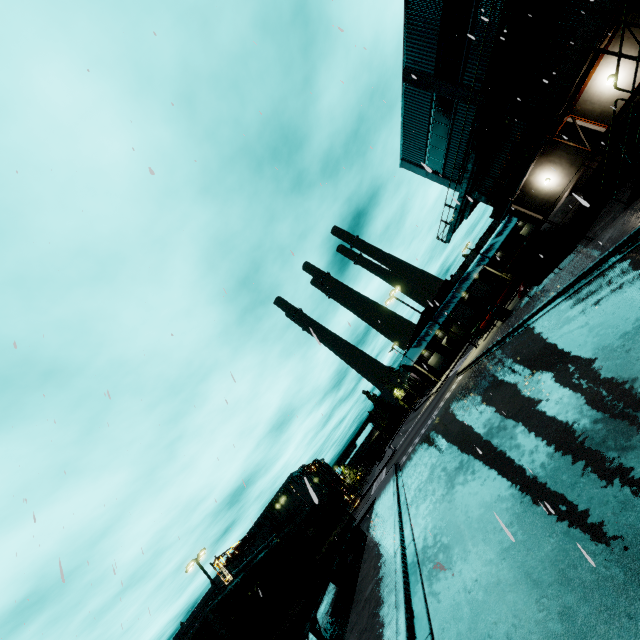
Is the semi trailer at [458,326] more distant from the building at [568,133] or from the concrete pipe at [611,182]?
the concrete pipe at [611,182]

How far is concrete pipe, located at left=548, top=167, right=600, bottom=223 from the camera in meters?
17.8 m

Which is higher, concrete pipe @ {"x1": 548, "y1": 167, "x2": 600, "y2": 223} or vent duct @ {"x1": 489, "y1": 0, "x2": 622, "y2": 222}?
vent duct @ {"x1": 489, "y1": 0, "x2": 622, "y2": 222}

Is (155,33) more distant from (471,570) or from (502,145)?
(502,145)

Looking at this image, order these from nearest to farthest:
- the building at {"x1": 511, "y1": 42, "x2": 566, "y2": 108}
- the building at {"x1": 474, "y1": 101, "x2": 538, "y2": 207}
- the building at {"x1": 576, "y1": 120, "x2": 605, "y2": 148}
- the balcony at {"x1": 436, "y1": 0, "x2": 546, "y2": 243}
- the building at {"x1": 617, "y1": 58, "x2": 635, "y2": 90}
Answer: the balcony at {"x1": 436, "y1": 0, "x2": 546, "y2": 243}
the building at {"x1": 617, "y1": 58, "x2": 635, "y2": 90}
the building at {"x1": 511, "y1": 42, "x2": 566, "y2": 108}
the building at {"x1": 576, "y1": 120, "x2": 605, "y2": 148}
the building at {"x1": 474, "y1": 101, "x2": 538, "y2": 207}

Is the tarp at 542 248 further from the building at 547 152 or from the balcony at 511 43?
the balcony at 511 43

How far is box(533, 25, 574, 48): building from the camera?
15.5m

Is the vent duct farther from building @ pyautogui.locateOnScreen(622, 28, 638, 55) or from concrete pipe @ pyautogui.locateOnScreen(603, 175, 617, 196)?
concrete pipe @ pyautogui.locateOnScreen(603, 175, 617, 196)
